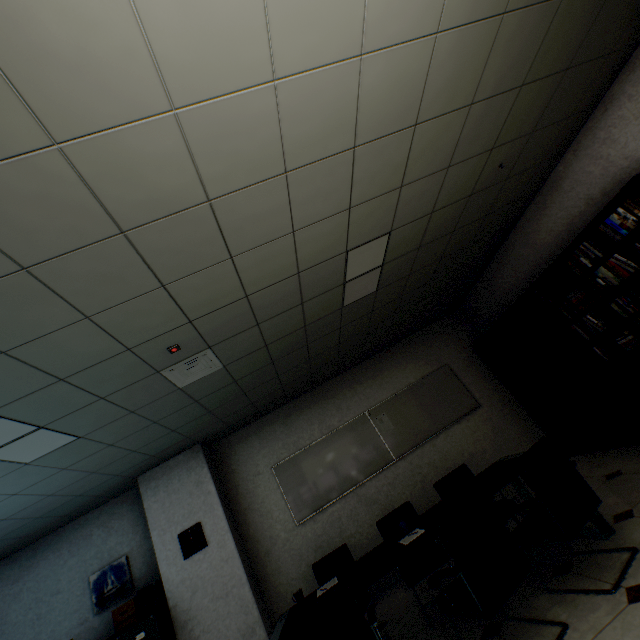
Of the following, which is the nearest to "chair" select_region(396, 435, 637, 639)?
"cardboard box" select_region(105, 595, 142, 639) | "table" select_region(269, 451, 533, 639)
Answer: "table" select_region(269, 451, 533, 639)

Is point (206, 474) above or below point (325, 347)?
below

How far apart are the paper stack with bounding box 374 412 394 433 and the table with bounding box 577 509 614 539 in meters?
2.0 m

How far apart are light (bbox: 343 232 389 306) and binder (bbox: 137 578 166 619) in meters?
4.4 m

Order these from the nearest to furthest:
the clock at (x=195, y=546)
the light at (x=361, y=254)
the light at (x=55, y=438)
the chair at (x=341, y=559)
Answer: the light at (x=55, y=438) < the light at (x=361, y=254) < the chair at (x=341, y=559) < the clock at (x=195, y=546)

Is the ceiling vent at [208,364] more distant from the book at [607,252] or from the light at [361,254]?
the book at [607,252]

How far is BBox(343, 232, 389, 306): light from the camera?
3.1m

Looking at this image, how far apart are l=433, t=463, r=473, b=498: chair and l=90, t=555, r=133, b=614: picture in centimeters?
443cm
